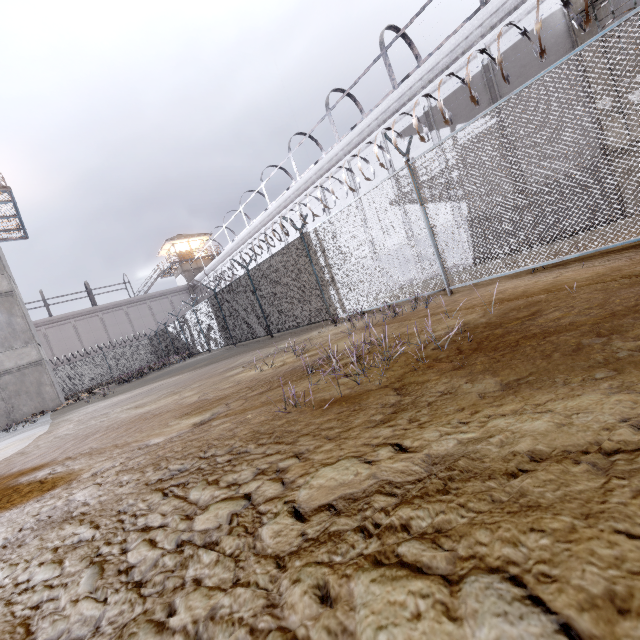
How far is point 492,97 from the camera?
11.7 meters

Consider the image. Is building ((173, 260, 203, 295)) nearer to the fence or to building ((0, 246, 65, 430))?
the fence

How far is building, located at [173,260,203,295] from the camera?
41.1m

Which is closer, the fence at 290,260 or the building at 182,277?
the fence at 290,260

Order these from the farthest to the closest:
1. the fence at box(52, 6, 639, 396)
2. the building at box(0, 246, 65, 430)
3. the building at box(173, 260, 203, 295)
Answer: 1. the building at box(173, 260, 203, 295)
2. the building at box(0, 246, 65, 430)
3. the fence at box(52, 6, 639, 396)

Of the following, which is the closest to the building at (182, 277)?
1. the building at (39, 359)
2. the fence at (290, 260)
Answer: the fence at (290, 260)

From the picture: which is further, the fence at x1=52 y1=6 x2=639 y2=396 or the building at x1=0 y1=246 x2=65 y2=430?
the building at x1=0 y1=246 x2=65 y2=430

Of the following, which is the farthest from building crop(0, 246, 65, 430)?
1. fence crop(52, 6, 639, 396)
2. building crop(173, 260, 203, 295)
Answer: building crop(173, 260, 203, 295)
